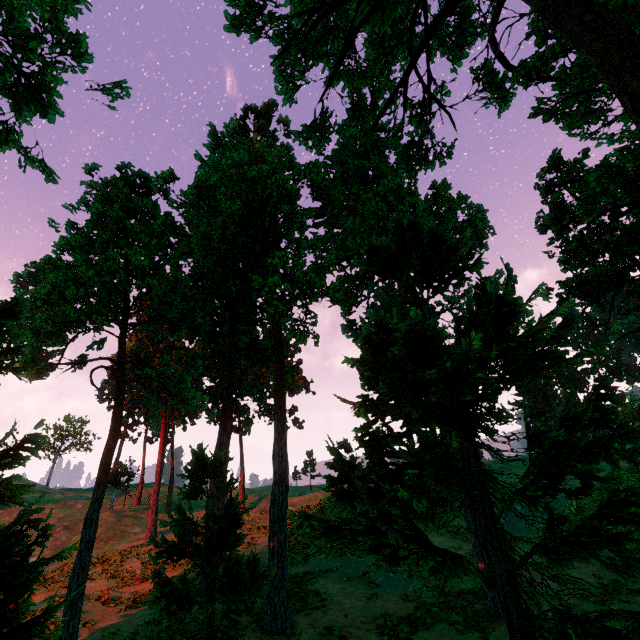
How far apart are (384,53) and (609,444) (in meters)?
14.06

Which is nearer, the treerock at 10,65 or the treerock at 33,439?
the treerock at 33,439

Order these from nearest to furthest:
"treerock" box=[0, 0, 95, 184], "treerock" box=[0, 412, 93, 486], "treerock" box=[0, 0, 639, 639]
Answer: "treerock" box=[0, 412, 93, 486] → "treerock" box=[0, 0, 639, 639] → "treerock" box=[0, 0, 95, 184]

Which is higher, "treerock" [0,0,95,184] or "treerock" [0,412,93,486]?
"treerock" [0,0,95,184]

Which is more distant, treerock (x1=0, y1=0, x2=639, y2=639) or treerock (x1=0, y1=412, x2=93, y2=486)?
treerock (x1=0, y1=0, x2=639, y2=639)

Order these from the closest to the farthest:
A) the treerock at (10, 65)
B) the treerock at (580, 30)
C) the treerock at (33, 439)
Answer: the treerock at (33, 439)
the treerock at (580, 30)
the treerock at (10, 65)
